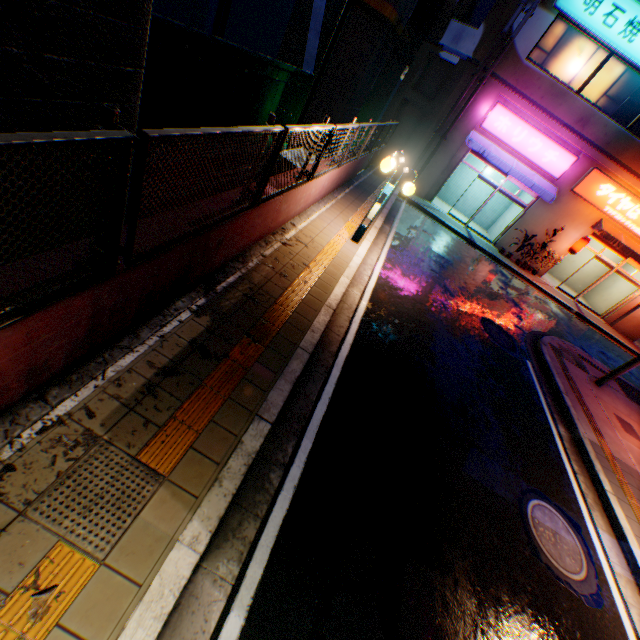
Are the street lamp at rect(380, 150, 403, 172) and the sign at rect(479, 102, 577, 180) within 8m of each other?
no

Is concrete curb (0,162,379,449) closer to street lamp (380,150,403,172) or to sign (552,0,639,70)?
street lamp (380,150,403,172)

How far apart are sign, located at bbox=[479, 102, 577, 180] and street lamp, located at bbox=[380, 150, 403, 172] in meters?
11.0

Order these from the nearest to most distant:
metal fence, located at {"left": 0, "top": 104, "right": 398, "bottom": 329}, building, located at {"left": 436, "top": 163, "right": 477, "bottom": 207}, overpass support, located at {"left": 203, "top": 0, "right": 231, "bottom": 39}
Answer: metal fence, located at {"left": 0, "top": 104, "right": 398, "bottom": 329} → building, located at {"left": 436, "top": 163, "right": 477, "bottom": 207} → overpass support, located at {"left": 203, "top": 0, "right": 231, "bottom": 39}

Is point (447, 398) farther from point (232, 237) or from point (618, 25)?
point (618, 25)

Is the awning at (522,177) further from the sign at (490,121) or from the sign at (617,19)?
the sign at (617,19)

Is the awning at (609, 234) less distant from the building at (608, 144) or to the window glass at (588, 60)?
the building at (608, 144)

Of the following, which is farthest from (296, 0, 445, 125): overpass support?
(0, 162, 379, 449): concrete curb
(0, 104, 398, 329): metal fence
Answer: (0, 162, 379, 449): concrete curb
